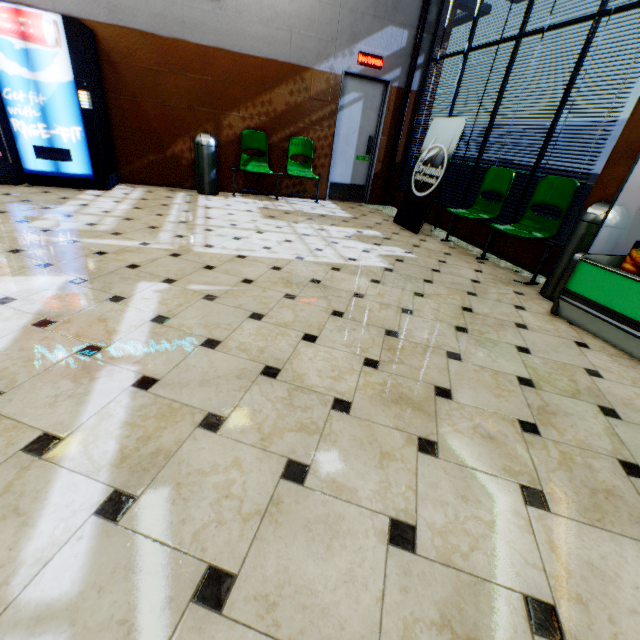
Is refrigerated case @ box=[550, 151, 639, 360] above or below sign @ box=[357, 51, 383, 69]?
below

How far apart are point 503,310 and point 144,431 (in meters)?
2.99

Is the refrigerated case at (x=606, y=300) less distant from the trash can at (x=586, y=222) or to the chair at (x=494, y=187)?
the trash can at (x=586, y=222)

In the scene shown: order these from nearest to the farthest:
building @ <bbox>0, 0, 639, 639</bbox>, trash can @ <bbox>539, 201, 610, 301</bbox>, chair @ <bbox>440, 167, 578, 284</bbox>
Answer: building @ <bbox>0, 0, 639, 639</bbox> < trash can @ <bbox>539, 201, 610, 301</bbox> < chair @ <bbox>440, 167, 578, 284</bbox>

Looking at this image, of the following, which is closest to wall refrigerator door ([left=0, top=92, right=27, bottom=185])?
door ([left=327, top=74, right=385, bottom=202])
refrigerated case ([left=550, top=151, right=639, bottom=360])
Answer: door ([left=327, top=74, right=385, bottom=202])

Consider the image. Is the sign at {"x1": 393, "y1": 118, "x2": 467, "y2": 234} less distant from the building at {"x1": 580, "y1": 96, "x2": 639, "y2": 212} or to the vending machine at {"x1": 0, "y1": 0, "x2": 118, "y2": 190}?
the building at {"x1": 580, "y1": 96, "x2": 639, "y2": 212}

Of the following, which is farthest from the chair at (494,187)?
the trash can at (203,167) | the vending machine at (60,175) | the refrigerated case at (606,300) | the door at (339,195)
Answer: the vending machine at (60,175)

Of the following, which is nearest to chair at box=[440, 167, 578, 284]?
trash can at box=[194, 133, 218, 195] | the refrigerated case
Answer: the refrigerated case
